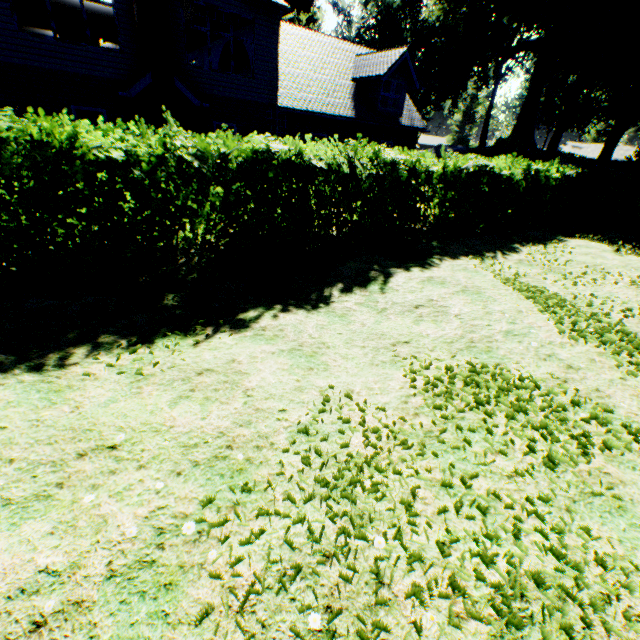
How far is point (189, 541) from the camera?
2.34m

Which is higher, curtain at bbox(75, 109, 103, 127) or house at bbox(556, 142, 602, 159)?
house at bbox(556, 142, 602, 159)

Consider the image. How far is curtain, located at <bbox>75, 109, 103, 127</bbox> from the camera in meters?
11.6

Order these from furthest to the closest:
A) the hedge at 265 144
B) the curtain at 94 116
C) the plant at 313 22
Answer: the plant at 313 22
the curtain at 94 116
the hedge at 265 144

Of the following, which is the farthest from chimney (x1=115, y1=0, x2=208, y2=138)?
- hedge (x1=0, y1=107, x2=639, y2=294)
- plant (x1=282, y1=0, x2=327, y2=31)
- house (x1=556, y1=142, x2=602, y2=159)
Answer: house (x1=556, y1=142, x2=602, y2=159)

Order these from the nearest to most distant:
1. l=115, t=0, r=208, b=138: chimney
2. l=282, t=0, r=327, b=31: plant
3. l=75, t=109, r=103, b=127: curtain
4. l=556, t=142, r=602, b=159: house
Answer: l=115, t=0, r=208, b=138: chimney → l=75, t=109, r=103, b=127: curtain → l=282, t=0, r=327, b=31: plant → l=556, t=142, r=602, b=159: house

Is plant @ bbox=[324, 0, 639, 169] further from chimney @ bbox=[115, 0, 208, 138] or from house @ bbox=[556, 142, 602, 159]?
chimney @ bbox=[115, 0, 208, 138]

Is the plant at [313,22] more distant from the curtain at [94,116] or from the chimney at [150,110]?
the curtain at [94,116]
